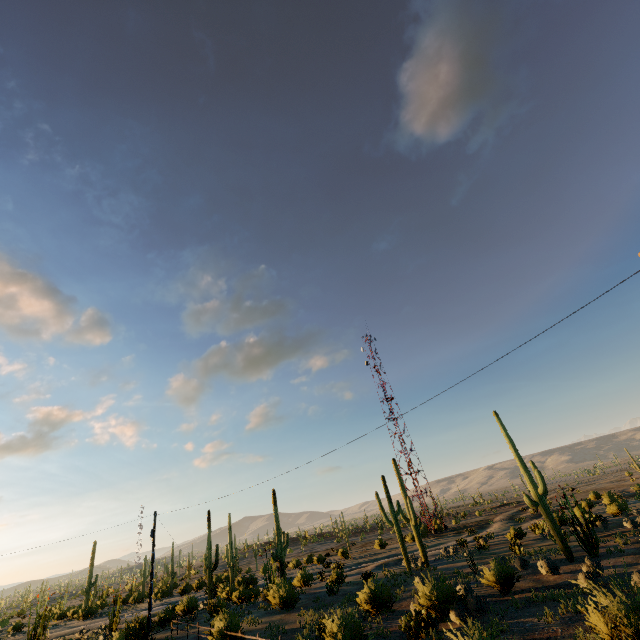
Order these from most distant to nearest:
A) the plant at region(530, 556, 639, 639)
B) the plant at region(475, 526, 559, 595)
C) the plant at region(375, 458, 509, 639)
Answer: the plant at region(475, 526, 559, 595)
the plant at region(375, 458, 509, 639)
the plant at region(530, 556, 639, 639)

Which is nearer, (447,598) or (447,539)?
(447,598)

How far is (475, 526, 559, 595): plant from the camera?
17.9 meters

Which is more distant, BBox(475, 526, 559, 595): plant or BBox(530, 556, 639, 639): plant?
BBox(475, 526, 559, 595): plant

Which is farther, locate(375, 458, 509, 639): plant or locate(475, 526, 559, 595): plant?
locate(475, 526, 559, 595): plant

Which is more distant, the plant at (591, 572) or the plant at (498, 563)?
the plant at (498, 563)

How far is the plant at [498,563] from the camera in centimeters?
1794cm
